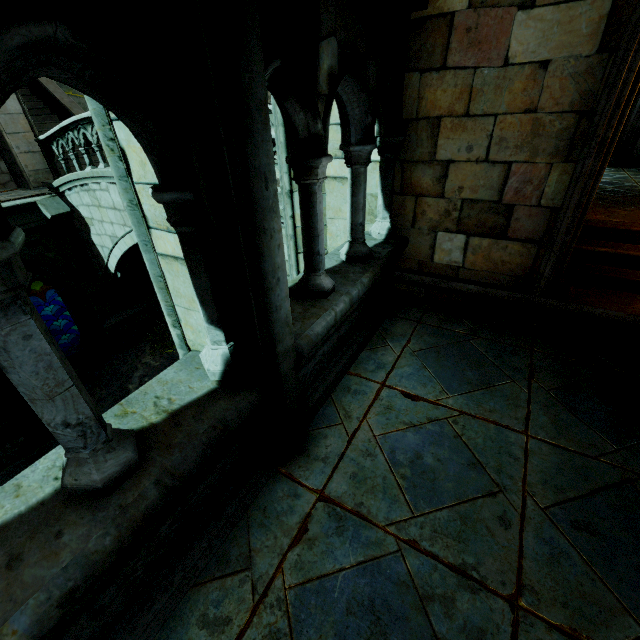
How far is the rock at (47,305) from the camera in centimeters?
1602cm

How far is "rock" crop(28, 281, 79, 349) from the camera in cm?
1602

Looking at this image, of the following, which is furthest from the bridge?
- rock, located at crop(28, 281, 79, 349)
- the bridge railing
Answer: rock, located at crop(28, 281, 79, 349)

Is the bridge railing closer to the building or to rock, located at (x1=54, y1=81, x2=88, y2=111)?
the building

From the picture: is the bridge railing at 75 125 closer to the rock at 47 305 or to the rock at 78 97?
the rock at 78 97

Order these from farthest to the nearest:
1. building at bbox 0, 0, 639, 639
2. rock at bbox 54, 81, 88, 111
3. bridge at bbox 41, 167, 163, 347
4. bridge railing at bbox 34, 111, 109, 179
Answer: rock at bbox 54, 81, 88, 111 → bridge at bbox 41, 167, 163, 347 → bridge railing at bbox 34, 111, 109, 179 → building at bbox 0, 0, 639, 639

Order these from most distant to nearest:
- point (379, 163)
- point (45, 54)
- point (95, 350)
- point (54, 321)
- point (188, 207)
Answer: point (54, 321), point (95, 350), point (379, 163), point (188, 207), point (45, 54)
